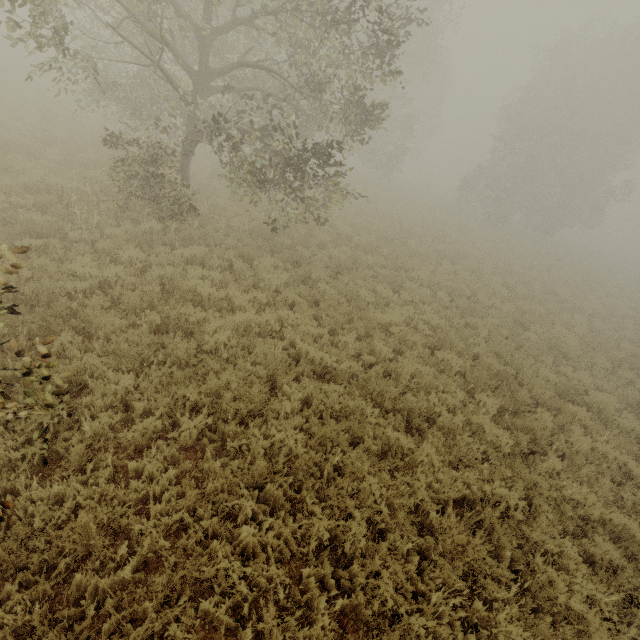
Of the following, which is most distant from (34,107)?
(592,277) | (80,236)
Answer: (592,277)

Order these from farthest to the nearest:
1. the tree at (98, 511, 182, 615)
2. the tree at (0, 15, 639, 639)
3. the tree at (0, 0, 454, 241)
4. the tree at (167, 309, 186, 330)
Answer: the tree at (0, 0, 454, 241), the tree at (167, 309, 186, 330), the tree at (0, 15, 639, 639), the tree at (98, 511, 182, 615)

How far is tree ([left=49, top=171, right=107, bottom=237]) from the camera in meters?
8.6 m

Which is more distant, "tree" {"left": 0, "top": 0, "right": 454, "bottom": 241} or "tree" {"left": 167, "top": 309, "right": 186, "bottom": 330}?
"tree" {"left": 0, "top": 0, "right": 454, "bottom": 241}

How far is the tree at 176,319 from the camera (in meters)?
6.42
